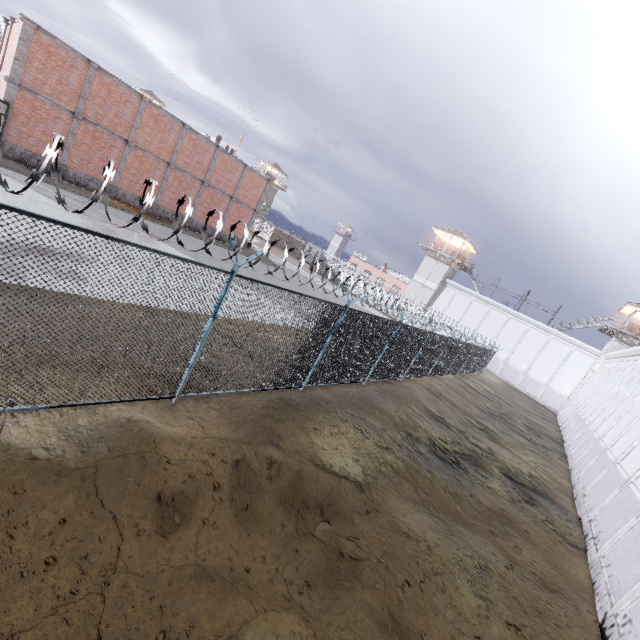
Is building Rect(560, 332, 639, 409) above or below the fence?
above

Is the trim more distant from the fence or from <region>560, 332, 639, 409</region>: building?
<region>560, 332, 639, 409</region>: building

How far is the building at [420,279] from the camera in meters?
46.5

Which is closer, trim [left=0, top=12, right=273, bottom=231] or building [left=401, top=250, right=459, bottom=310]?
trim [left=0, top=12, right=273, bottom=231]

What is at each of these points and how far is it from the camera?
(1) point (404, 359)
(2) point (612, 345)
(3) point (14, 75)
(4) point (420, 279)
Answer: (1) fence, 14.8m
(2) building, 35.0m
(3) trim, 17.2m
(4) building, 48.2m

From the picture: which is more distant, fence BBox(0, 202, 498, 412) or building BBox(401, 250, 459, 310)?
building BBox(401, 250, 459, 310)

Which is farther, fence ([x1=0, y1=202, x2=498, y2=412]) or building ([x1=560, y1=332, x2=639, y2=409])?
building ([x1=560, y1=332, x2=639, y2=409])

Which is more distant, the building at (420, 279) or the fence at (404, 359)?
the building at (420, 279)
